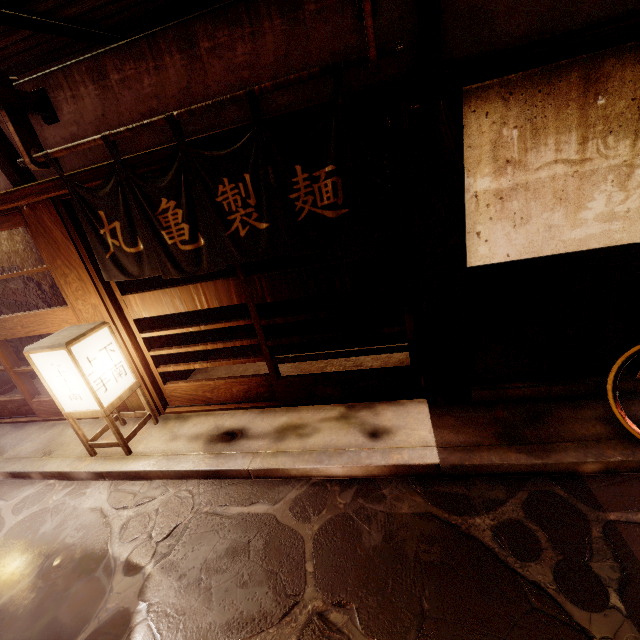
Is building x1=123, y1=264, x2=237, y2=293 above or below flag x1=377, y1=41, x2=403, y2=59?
below

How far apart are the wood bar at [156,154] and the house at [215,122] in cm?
23

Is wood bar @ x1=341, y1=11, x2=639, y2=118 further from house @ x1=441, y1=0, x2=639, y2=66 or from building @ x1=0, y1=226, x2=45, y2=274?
building @ x1=0, y1=226, x2=45, y2=274

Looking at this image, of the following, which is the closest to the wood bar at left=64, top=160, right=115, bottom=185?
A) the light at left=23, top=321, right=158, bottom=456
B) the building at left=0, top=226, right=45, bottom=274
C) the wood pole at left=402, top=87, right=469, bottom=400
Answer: the wood pole at left=402, top=87, right=469, bottom=400

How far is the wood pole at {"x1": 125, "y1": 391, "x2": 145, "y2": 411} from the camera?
7.8 meters

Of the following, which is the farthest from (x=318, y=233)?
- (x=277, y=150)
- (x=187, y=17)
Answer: (x=187, y=17)

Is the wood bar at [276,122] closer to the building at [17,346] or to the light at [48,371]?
the building at [17,346]

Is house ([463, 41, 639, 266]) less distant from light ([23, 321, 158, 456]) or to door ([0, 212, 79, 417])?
light ([23, 321, 158, 456])
